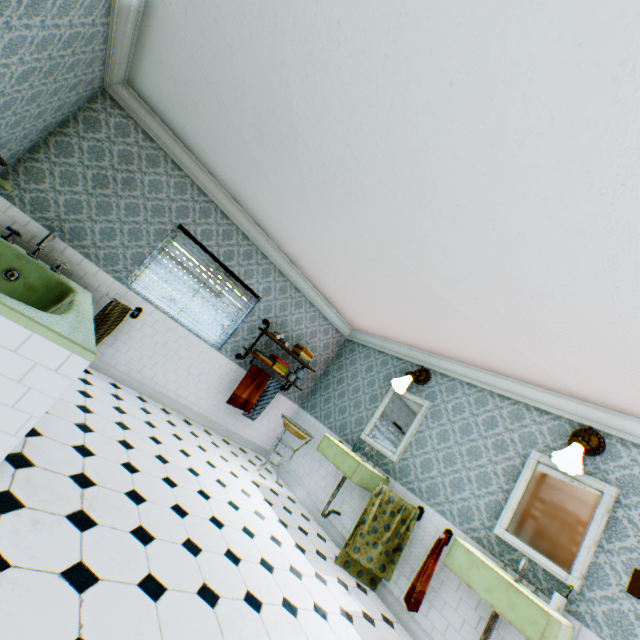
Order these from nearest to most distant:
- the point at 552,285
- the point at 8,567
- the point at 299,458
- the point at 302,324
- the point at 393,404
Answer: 1. the point at 8,567
2. the point at 552,285
3. the point at 393,404
4. the point at 299,458
5. the point at 302,324

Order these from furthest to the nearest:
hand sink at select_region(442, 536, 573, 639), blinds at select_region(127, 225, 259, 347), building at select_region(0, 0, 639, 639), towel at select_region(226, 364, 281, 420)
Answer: towel at select_region(226, 364, 281, 420), blinds at select_region(127, 225, 259, 347), hand sink at select_region(442, 536, 573, 639), building at select_region(0, 0, 639, 639)

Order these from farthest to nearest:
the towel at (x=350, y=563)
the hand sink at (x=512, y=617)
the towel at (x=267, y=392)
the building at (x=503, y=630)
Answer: the towel at (x=267, y=392) → the towel at (x=350, y=563) → the building at (x=503, y=630) → the hand sink at (x=512, y=617)

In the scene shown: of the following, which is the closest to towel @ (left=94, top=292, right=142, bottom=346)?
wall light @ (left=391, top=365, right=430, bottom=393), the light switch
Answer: wall light @ (left=391, top=365, right=430, bottom=393)

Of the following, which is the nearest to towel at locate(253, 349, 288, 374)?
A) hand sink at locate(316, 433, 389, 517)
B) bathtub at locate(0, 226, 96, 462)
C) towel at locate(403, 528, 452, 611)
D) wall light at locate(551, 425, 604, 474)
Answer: hand sink at locate(316, 433, 389, 517)

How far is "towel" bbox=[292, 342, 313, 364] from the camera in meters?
6.0 m

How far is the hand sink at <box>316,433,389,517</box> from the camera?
4.2 meters

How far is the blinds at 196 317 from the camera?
4.7m
